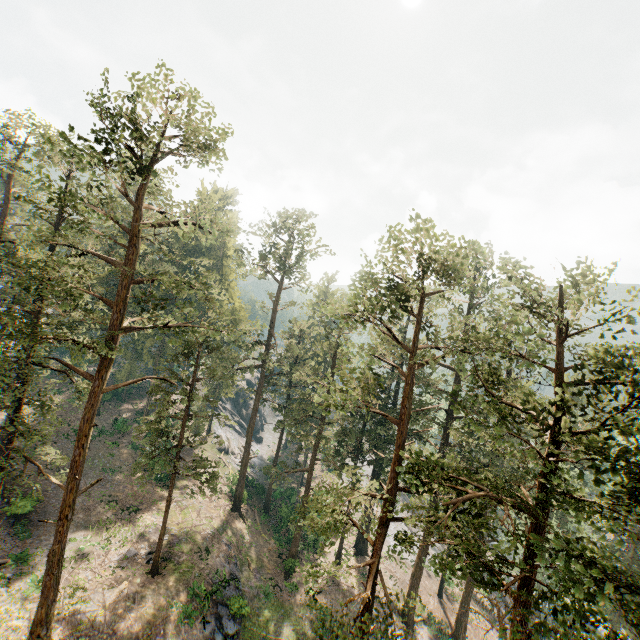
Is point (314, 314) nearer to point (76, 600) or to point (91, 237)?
point (91, 237)
